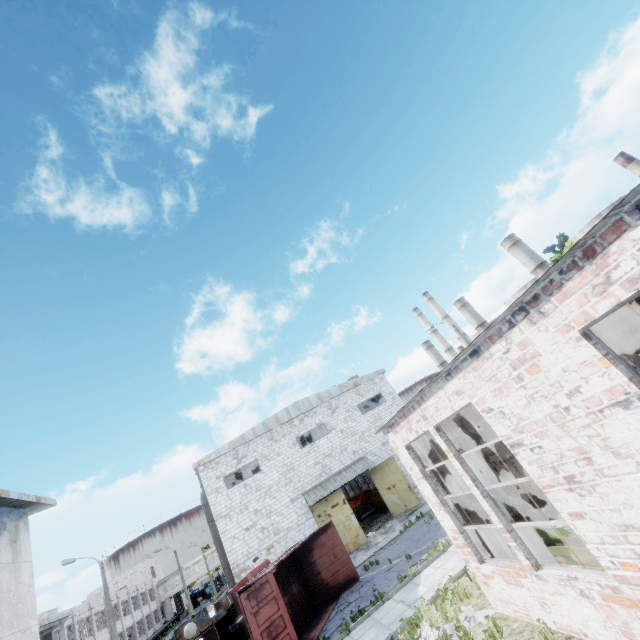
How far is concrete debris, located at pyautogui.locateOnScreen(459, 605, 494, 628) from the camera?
8.0 meters

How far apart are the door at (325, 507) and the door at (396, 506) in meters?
3.3 m

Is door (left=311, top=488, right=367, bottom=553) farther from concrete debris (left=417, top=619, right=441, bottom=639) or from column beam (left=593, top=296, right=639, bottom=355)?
column beam (left=593, top=296, right=639, bottom=355)

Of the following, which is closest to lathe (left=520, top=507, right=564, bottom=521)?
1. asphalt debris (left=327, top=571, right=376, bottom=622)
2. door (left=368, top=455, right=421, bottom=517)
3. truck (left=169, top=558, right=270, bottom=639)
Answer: asphalt debris (left=327, top=571, right=376, bottom=622)

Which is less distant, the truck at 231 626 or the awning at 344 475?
the truck at 231 626

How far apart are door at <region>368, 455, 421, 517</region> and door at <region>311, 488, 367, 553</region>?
3.3 meters

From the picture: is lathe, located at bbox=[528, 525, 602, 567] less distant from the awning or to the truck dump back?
the truck dump back

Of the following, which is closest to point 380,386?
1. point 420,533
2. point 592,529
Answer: point 420,533
